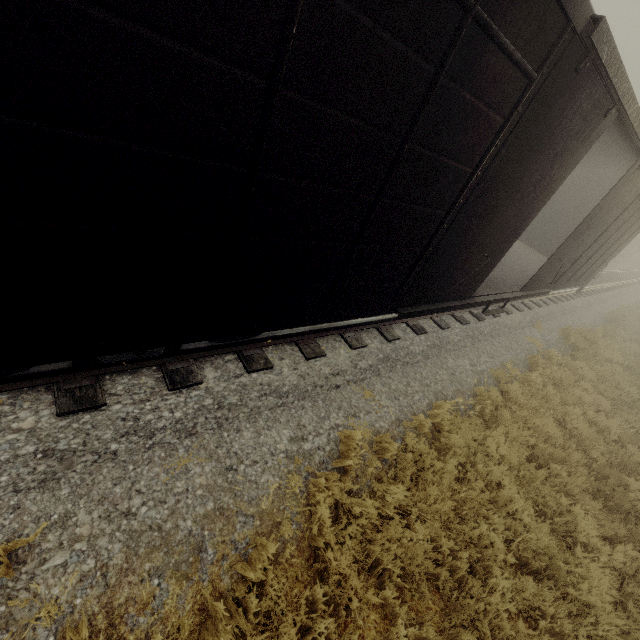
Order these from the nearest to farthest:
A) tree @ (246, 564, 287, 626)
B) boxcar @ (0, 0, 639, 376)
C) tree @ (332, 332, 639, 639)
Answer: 1. boxcar @ (0, 0, 639, 376)
2. tree @ (246, 564, 287, 626)
3. tree @ (332, 332, 639, 639)

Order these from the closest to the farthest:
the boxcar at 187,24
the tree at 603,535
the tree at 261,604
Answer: the boxcar at 187,24, the tree at 261,604, the tree at 603,535

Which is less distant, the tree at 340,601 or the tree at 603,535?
the tree at 340,601

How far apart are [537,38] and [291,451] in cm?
485

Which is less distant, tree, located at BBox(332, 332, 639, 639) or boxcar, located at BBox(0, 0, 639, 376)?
boxcar, located at BBox(0, 0, 639, 376)

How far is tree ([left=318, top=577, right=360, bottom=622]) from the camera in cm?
313
